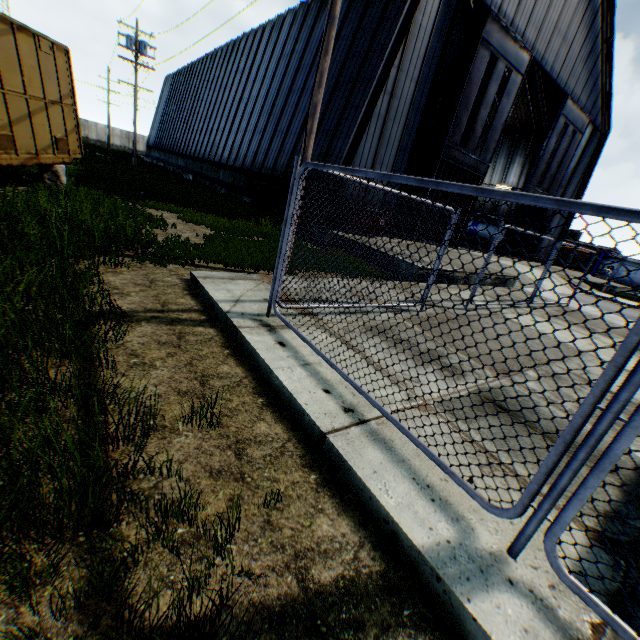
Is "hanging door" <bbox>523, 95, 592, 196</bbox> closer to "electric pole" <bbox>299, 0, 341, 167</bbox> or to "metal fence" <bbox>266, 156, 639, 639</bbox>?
"metal fence" <bbox>266, 156, 639, 639</bbox>

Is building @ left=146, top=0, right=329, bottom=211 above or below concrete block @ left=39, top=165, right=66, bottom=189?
above

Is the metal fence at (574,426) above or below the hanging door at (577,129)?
below

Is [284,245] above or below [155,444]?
above

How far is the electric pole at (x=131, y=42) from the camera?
21.88m

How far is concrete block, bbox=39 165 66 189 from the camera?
Result: 10.34m

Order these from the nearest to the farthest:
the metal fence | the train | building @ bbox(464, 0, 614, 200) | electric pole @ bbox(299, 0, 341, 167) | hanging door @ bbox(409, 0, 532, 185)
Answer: the metal fence
electric pole @ bbox(299, 0, 341, 167)
the train
hanging door @ bbox(409, 0, 532, 185)
building @ bbox(464, 0, 614, 200)

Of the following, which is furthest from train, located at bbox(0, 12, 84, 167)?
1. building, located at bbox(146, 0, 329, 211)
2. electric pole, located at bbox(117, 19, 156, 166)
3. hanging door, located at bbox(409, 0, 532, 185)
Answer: electric pole, located at bbox(117, 19, 156, 166)
